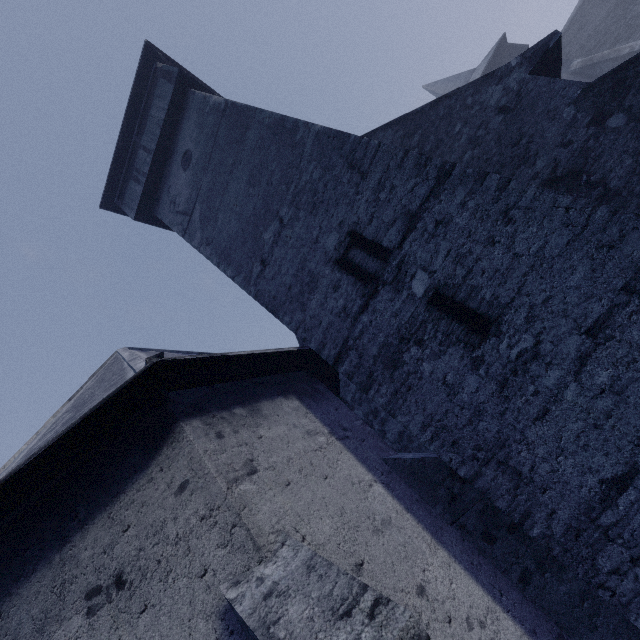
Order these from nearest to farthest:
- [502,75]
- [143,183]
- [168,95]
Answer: [502,75] → [168,95] → [143,183]
